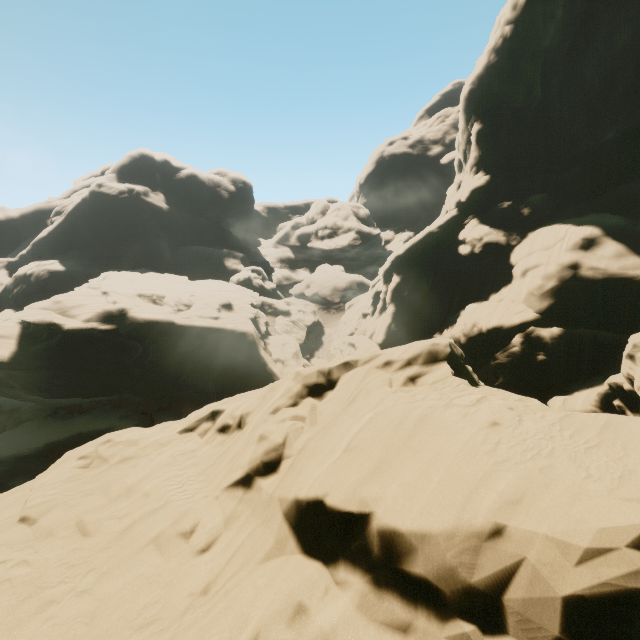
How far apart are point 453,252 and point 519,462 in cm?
3240
